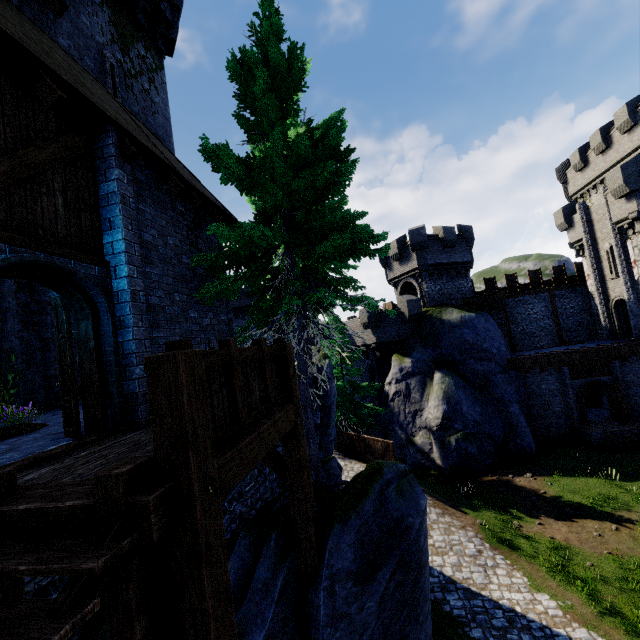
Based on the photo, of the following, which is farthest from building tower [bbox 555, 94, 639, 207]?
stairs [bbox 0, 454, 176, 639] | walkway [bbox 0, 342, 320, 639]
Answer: stairs [bbox 0, 454, 176, 639]

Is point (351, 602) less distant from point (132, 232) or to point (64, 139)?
point (132, 232)

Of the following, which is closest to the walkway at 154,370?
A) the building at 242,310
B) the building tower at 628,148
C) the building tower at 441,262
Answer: the building tower at 441,262

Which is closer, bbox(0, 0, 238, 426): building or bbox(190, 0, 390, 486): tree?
bbox(0, 0, 238, 426): building

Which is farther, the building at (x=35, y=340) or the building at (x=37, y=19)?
the building at (x=35, y=340)

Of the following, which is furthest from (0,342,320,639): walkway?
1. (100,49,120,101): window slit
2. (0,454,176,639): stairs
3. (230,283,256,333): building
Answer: (230,283,256,333): building

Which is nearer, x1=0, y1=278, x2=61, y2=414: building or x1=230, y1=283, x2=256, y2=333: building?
x1=0, y1=278, x2=61, y2=414: building

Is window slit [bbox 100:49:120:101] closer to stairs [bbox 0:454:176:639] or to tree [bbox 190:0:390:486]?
tree [bbox 190:0:390:486]
